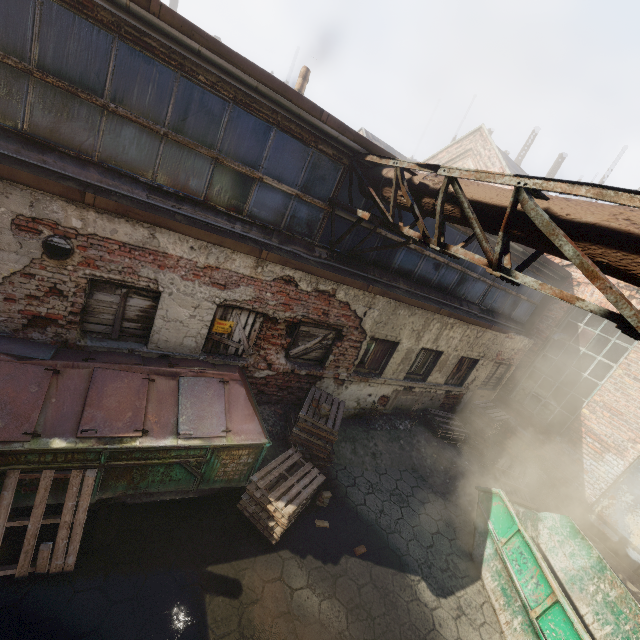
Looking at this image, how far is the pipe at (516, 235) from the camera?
3.4 meters

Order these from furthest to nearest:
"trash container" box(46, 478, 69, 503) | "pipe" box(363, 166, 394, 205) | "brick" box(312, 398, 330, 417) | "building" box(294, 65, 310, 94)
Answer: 1. "building" box(294, 65, 310, 94)
2. "brick" box(312, 398, 330, 417)
3. "pipe" box(363, 166, 394, 205)
4. "trash container" box(46, 478, 69, 503)

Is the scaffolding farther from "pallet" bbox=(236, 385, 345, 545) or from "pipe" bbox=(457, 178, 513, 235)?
"pallet" bbox=(236, 385, 345, 545)

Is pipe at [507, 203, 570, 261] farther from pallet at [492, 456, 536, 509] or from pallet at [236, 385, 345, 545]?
pallet at [492, 456, 536, 509]

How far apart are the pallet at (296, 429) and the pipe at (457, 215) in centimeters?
478cm

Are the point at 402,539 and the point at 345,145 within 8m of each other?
yes

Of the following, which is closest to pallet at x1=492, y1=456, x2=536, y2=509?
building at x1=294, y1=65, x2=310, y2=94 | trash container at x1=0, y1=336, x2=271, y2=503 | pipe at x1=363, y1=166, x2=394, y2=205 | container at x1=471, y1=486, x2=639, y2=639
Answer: container at x1=471, y1=486, x2=639, y2=639

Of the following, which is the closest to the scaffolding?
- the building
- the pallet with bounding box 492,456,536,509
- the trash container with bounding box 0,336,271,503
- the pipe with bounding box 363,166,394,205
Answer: the pipe with bounding box 363,166,394,205
